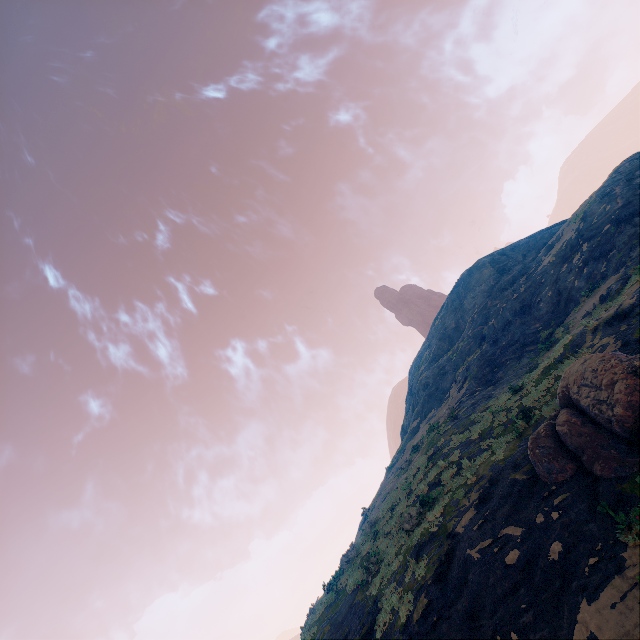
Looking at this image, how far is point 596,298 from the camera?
19.3 meters

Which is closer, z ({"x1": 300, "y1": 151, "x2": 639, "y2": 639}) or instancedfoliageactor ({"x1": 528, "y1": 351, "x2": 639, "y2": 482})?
z ({"x1": 300, "y1": 151, "x2": 639, "y2": 639})

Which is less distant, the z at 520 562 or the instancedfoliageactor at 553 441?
the z at 520 562
